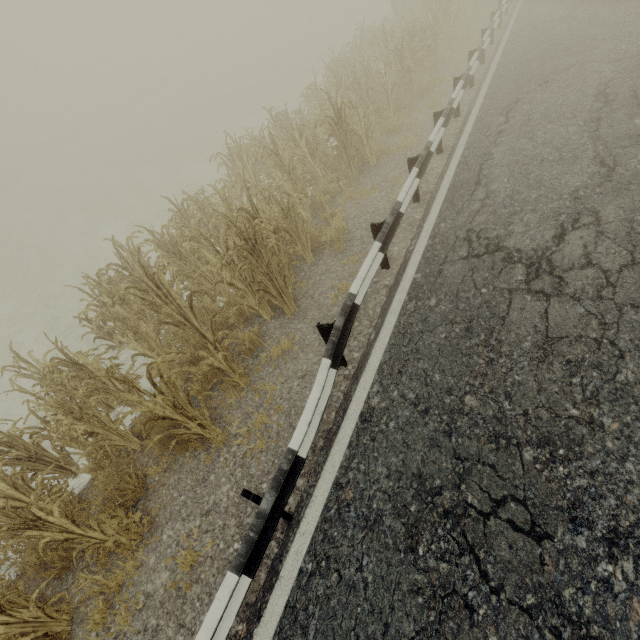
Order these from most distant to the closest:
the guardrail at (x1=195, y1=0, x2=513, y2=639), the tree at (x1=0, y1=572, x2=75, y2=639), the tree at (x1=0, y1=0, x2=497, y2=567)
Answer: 1. the tree at (x1=0, y1=0, x2=497, y2=567)
2. the tree at (x1=0, y1=572, x2=75, y2=639)
3. the guardrail at (x1=195, y1=0, x2=513, y2=639)

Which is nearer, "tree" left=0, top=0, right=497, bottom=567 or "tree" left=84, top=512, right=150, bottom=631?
"tree" left=84, top=512, right=150, bottom=631

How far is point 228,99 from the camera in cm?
2875

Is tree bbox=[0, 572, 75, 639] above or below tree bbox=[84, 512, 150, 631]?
above

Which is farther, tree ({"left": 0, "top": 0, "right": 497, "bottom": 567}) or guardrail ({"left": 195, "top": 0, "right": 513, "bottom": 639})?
tree ({"left": 0, "top": 0, "right": 497, "bottom": 567})

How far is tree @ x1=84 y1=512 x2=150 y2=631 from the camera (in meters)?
3.33

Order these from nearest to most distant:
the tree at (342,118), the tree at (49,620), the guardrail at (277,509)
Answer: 1. the guardrail at (277,509)
2. the tree at (49,620)
3. the tree at (342,118)

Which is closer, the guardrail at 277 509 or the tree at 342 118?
the guardrail at 277 509
